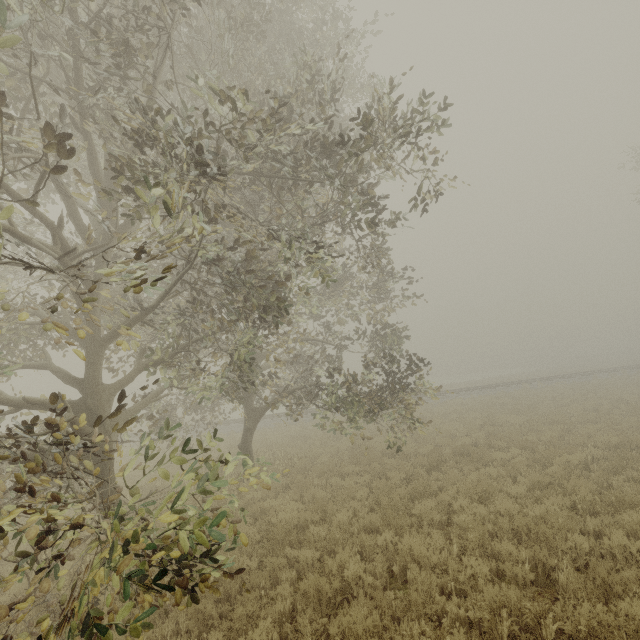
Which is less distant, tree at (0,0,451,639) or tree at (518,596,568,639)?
tree at (0,0,451,639)

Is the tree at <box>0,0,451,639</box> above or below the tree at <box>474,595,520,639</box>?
above

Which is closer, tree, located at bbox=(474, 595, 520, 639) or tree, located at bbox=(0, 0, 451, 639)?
tree, located at bbox=(0, 0, 451, 639)

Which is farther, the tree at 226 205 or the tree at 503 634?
the tree at 503 634

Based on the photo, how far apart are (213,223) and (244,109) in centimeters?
392cm

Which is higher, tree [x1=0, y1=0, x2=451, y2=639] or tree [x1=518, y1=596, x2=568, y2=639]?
tree [x1=0, y1=0, x2=451, y2=639]

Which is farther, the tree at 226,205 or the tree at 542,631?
the tree at 542,631
